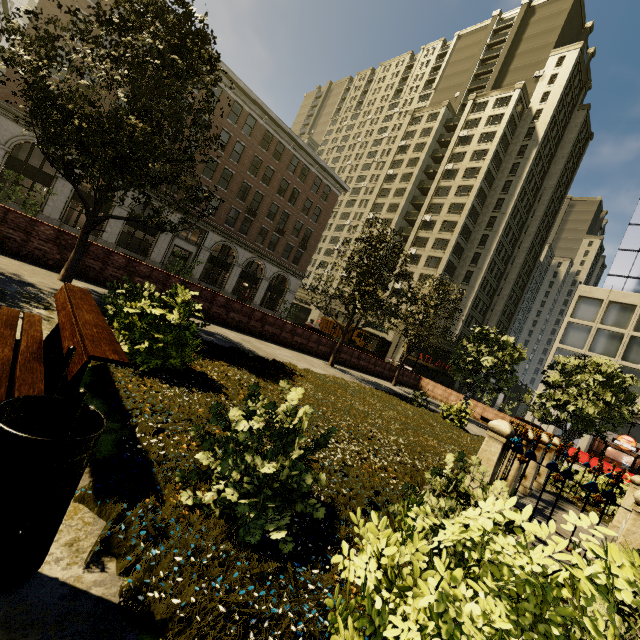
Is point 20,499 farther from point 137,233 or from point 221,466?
point 137,233

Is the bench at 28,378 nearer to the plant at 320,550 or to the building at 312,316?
the plant at 320,550

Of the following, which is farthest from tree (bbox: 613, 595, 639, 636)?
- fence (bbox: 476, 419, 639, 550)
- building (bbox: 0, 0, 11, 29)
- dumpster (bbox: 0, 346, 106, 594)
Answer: building (bbox: 0, 0, 11, 29)

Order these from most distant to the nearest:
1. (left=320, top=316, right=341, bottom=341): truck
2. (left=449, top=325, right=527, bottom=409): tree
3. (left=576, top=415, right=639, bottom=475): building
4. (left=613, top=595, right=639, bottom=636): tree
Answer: (left=320, top=316, right=341, bottom=341): truck → (left=576, top=415, right=639, bottom=475): building → (left=449, top=325, right=527, bottom=409): tree → (left=613, top=595, right=639, bottom=636): tree

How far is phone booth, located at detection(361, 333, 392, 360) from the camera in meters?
22.7

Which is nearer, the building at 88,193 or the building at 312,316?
the building at 88,193

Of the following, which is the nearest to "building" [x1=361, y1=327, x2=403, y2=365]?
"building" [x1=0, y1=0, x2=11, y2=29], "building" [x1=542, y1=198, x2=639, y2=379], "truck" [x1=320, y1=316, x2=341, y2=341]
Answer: "building" [x1=0, y1=0, x2=11, y2=29]

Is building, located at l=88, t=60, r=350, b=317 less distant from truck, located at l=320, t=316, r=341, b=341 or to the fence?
truck, located at l=320, t=316, r=341, b=341
